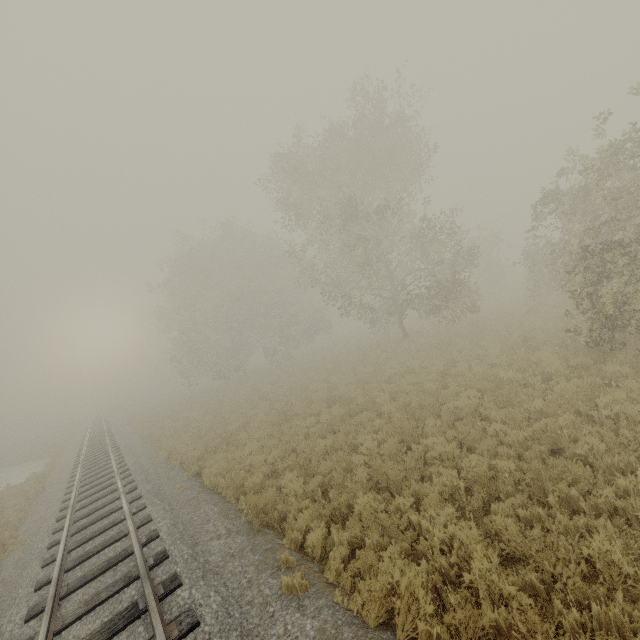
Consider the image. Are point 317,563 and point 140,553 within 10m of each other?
yes
